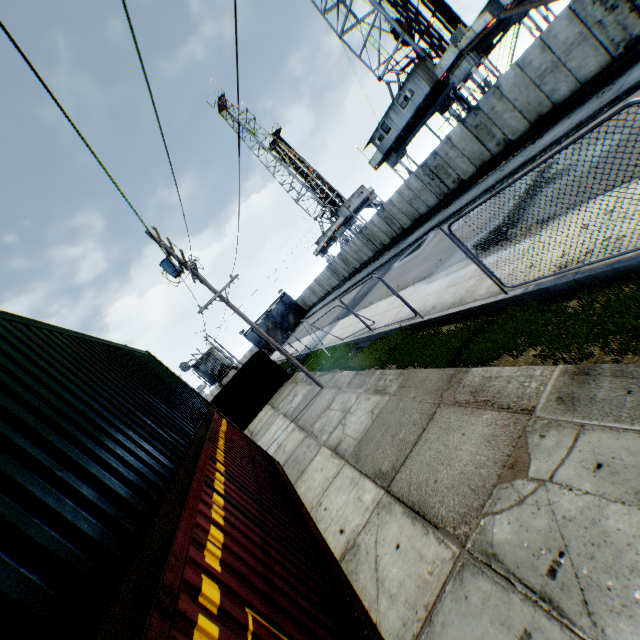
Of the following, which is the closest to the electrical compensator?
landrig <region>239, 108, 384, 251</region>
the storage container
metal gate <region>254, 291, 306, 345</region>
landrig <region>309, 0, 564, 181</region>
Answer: the storage container

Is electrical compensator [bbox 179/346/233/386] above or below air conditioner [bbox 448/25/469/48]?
below

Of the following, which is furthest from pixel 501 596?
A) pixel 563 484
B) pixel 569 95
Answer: pixel 569 95

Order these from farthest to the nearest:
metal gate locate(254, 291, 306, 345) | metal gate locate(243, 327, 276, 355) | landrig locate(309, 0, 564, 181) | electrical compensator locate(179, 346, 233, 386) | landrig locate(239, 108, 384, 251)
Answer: metal gate locate(254, 291, 306, 345) → metal gate locate(243, 327, 276, 355) → landrig locate(239, 108, 384, 251) → electrical compensator locate(179, 346, 233, 386) → landrig locate(309, 0, 564, 181)

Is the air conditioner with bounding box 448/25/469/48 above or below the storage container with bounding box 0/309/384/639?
above

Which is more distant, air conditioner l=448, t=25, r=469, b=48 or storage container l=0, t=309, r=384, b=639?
air conditioner l=448, t=25, r=469, b=48

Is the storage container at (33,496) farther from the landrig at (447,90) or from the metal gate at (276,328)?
the metal gate at (276,328)

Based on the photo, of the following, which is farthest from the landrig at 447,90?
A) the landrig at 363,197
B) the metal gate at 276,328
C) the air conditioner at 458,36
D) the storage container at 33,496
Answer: the metal gate at 276,328
